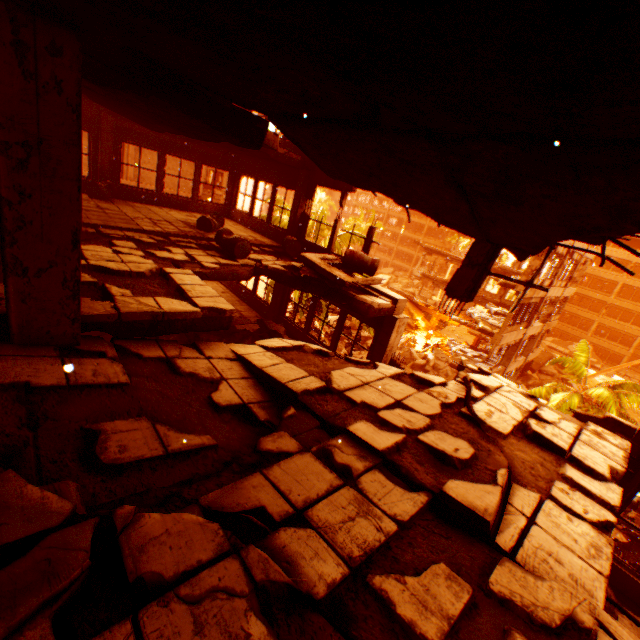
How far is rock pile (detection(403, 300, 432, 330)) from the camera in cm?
3553

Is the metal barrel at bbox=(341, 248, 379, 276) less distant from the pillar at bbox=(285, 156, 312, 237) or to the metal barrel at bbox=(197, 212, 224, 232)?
the pillar at bbox=(285, 156, 312, 237)

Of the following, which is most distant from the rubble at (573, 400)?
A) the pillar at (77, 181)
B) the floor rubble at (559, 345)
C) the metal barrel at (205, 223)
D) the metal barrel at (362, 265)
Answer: the pillar at (77, 181)

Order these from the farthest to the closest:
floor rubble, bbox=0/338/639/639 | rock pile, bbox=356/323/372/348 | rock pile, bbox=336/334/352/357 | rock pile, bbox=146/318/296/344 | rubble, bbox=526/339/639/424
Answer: rock pile, bbox=356/323/372/348
rock pile, bbox=336/334/352/357
rubble, bbox=526/339/639/424
rock pile, bbox=146/318/296/344
floor rubble, bbox=0/338/639/639

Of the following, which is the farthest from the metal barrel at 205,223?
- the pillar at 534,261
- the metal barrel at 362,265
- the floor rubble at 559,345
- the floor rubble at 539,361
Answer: the floor rubble at 559,345

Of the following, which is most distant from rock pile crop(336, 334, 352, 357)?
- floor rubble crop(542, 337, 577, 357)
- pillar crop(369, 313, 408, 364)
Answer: floor rubble crop(542, 337, 577, 357)

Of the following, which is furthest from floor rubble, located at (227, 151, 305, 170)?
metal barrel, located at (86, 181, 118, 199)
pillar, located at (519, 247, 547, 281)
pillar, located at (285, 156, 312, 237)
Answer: pillar, located at (519, 247, 547, 281)

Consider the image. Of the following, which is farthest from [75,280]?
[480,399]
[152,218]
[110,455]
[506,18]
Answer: [152,218]
